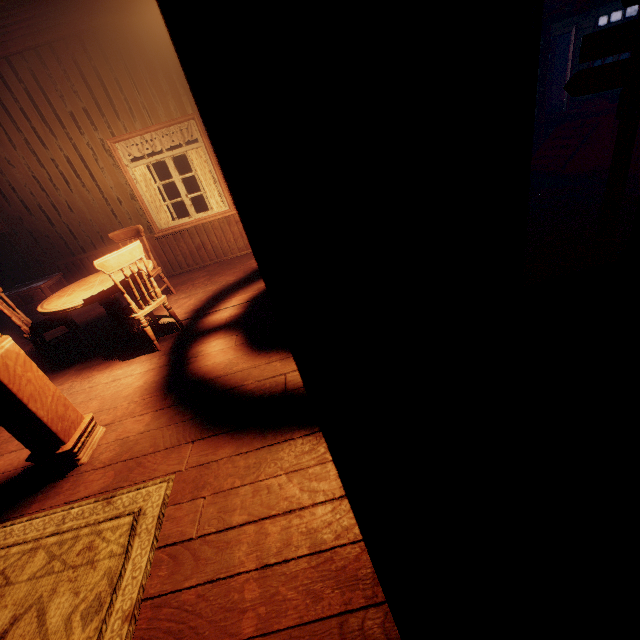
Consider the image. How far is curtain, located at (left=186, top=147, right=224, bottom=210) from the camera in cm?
554

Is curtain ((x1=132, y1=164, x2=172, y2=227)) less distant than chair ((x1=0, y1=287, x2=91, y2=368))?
No

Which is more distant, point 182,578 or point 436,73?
point 182,578

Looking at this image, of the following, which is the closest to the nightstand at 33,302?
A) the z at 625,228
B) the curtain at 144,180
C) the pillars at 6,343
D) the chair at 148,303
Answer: the z at 625,228

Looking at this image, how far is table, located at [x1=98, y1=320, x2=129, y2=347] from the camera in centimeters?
424cm

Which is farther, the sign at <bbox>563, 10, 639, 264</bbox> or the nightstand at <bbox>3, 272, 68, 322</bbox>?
the nightstand at <bbox>3, 272, 68, 322</bbox>

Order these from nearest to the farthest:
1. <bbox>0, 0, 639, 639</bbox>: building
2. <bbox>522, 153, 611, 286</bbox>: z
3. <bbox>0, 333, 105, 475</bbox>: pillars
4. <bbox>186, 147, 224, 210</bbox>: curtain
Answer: <bbox>0, 0, 639, 639</bbox>: building
<bbox>0, 333, 105, 475</bbox>: pillars
<bbox>522, 153, 611, 286</bbox>: z
<bbox>186, 147, 224, 210</bbox>: curtain

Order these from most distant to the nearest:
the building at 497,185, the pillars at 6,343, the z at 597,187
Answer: the z at 597,187 < the pillars at 6,343 < the building at 497,185
